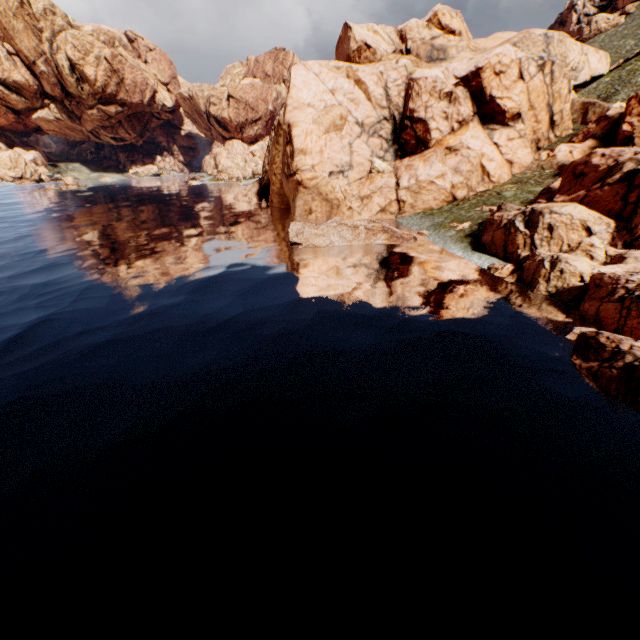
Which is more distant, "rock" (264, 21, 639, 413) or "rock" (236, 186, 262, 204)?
"rock" (236, 186, 262, 204)

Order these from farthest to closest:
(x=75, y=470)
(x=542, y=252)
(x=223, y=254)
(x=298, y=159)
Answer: (x=298, y=159), (x=223, y=254), (x=542, y=252), (x=75, y=470)

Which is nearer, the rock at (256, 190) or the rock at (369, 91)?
the rock at (369, 91)

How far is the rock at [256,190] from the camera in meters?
57.2 m

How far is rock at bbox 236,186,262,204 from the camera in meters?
57.2
